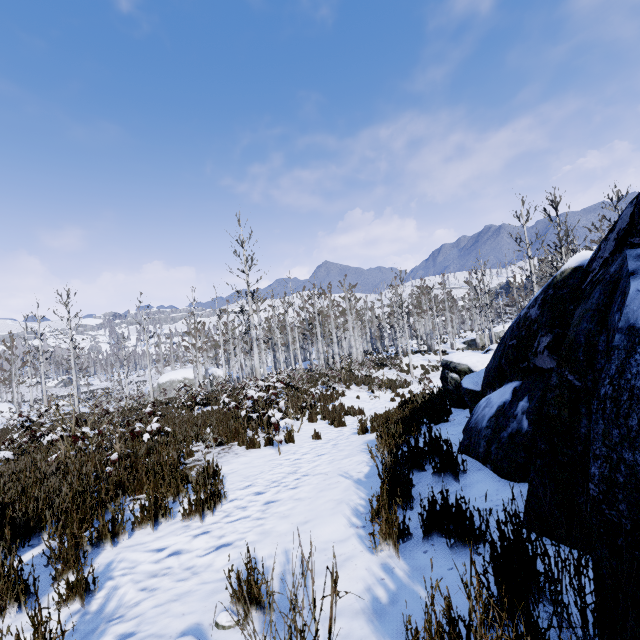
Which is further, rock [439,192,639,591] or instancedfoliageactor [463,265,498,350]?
instancedfoliageactor [463,265,498,350]

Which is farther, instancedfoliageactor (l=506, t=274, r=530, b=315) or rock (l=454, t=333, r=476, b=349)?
rock (l=454, t=333, r=476, b=349)

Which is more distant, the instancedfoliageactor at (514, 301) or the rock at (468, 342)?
the rock at (468, 342)

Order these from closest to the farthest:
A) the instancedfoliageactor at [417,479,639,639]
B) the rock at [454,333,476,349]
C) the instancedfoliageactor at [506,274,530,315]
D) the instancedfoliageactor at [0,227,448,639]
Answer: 1. the instancedfoliageactor at [417,479,639,639]
2. the instancedfoliageactor at [0,227,448,639]
3. the instancedfoliageactor at [506,274,530,315]
4. the rock at [454,333,476,349]

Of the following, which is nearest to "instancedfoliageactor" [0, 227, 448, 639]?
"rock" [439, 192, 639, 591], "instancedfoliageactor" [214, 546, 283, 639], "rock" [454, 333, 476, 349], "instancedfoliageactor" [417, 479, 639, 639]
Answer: "rock" [439, 192, 639, 591]

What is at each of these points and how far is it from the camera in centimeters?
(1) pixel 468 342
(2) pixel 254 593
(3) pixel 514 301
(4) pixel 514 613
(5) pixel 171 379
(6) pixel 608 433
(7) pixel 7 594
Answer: (1) rock, 4341cm
(2) instancedfoliageactor, 194cm
(3) instancedfoliageactor, 3591cm
(4) instancedfoliageactor, 130cm
(5) rock, 3891cm
(6) rock, 137cm
(7) instancedfoliageactor, 222cm

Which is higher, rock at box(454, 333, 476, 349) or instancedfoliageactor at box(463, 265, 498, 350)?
instancedfoliageactor at box(463, 265, 498, 350)

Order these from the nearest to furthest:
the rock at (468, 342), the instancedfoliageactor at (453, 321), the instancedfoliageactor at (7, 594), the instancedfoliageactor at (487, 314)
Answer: the instancedfoliageactor at (7, 594), the instancedfoliageactor at (487, 314), the instancedfoliageactor at (453, 321), the rock at (468, 342)
